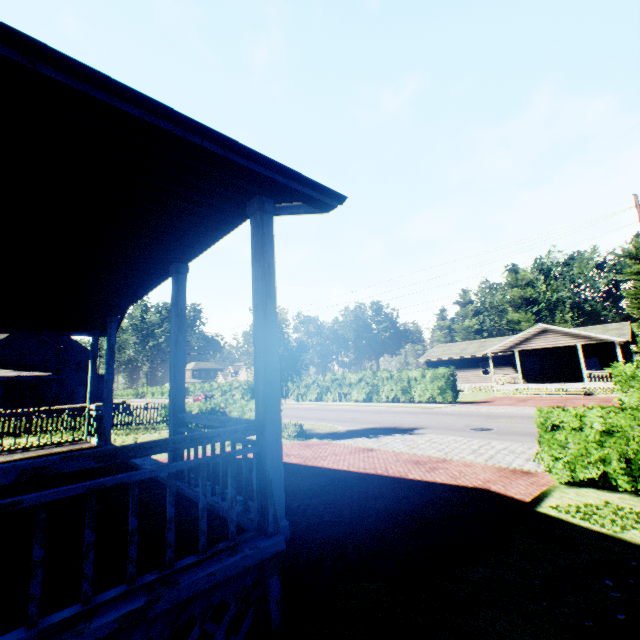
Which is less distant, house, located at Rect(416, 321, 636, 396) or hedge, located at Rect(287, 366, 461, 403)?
hedge, located at Rect(287, 366, 461, 403)

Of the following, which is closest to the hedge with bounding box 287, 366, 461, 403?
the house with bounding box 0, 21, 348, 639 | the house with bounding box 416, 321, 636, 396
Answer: the house with bounding box 416, 321, 636, 396

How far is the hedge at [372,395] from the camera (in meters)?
27.70

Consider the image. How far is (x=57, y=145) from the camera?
2.6m

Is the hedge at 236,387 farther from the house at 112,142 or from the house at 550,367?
the house at 112,142

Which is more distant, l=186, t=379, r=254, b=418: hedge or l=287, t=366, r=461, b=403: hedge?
l=287, t=366, r=461, b=403: hedge

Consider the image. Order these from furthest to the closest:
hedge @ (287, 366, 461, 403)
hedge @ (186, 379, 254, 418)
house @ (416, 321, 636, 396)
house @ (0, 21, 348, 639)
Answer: house @ (416, 321, 636, 396) → hedge @ (287, 366, 461, 403) → hedge @ (186, 379, 254, 418) → house @ (0, 21, 348, 639)

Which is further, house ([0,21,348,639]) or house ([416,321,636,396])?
house ([416,321,636,396])
